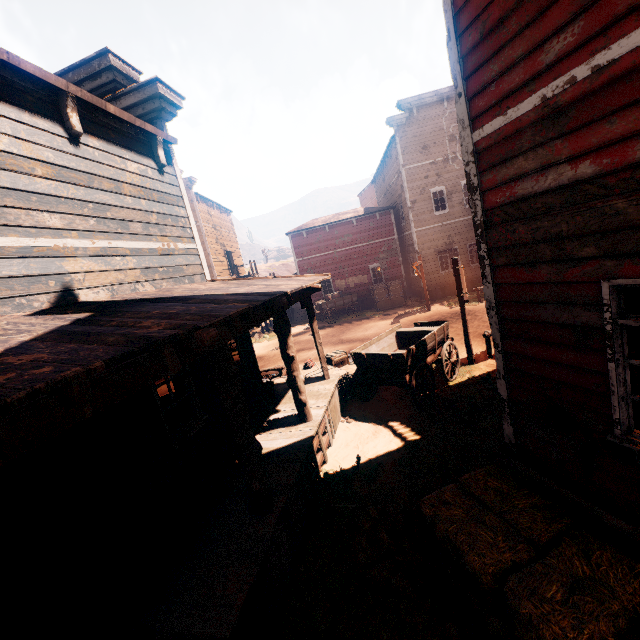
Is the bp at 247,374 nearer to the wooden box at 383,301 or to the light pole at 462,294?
the light pole at 462,294

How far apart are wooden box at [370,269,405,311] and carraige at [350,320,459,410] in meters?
11.9 m

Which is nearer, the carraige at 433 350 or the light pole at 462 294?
the carraige at 433 350

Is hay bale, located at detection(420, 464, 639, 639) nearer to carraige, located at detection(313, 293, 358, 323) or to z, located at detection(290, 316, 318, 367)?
z, located at detection(290, 316, 318, 367)

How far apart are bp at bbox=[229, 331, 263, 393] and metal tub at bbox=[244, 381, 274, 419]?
0.0m

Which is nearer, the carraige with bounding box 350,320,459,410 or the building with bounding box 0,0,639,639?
the building with bounding box 0,0,639,639

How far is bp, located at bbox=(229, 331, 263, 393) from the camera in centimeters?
812cm

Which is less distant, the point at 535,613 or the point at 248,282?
the point at 535,613
